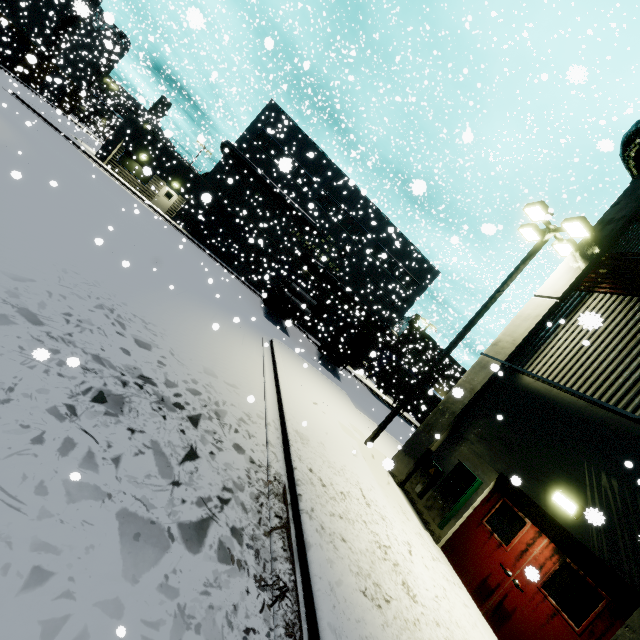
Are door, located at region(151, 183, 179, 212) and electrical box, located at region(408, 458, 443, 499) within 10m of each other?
no

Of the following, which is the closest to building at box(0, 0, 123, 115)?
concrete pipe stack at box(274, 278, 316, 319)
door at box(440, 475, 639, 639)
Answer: door at box(440, 475, 639, 639)

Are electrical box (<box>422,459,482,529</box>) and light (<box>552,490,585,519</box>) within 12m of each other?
yes

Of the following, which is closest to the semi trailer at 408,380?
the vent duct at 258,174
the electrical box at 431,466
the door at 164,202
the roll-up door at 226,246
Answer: the roll-up door at 226,246

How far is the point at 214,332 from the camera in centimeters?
1041cm

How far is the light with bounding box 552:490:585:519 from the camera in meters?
6.0 m

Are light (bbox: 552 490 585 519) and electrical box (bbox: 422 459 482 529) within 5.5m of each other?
yes

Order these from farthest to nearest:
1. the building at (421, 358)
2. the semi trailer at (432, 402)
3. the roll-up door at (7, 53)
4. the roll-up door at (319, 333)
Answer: the roll-up door at (7, 53)
the building at (421, 358)
the roll-up door at (319, 333)
the semi trailer at (432, 402)
